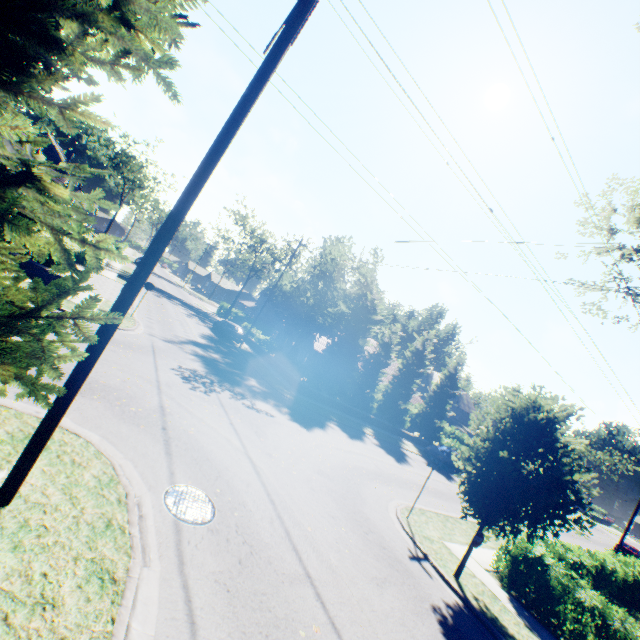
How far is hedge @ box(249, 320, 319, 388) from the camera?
25.9m

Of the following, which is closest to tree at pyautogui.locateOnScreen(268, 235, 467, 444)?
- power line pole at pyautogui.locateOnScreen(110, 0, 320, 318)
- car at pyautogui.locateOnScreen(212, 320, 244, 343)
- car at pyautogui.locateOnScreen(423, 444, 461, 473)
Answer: power line pole at pyautogui.locateOnScreen(110, 0, 320, 318)

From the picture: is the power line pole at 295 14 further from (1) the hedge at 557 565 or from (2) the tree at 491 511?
(1) the hedge at 557 565

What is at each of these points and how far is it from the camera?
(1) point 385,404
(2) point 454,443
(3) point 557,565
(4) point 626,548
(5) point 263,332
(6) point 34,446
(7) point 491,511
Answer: (1) tree, 31.0m
(2) hedge, 38.0m
(3) hedge, 10.7m
(4) car, 36.1m
(5) hedge, 56.2m
(6) power line pole, 4.5m
(7) tree, 9.7m

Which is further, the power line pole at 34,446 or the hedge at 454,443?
the hedge at 454,443

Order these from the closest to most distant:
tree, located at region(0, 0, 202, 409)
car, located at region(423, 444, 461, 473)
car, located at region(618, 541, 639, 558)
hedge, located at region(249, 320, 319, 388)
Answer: tree, located at region(0, 0, 202, 409) → hedge, located at region(249, 320, 319, 388) → car, located at region(423, 444, 461, 473) → car, located at region(618, 541, 639, 558)

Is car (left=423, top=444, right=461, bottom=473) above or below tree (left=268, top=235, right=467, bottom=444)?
below

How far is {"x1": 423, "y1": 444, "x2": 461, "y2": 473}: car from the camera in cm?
2811
